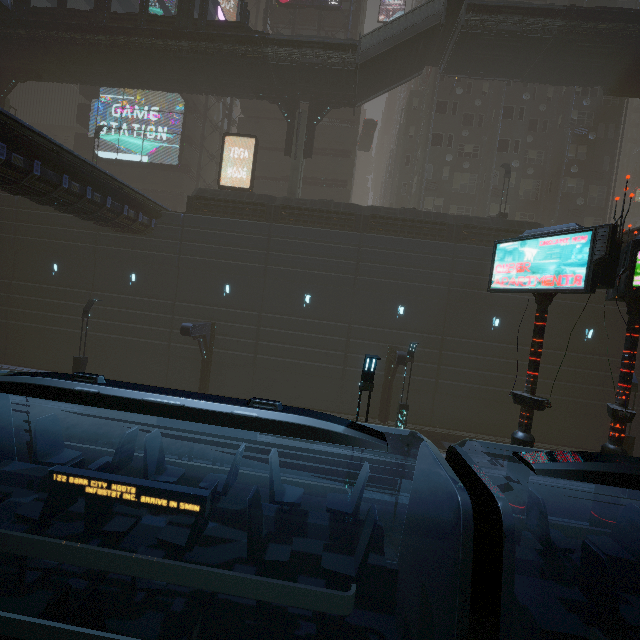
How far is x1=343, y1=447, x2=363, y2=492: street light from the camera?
8.7 meters

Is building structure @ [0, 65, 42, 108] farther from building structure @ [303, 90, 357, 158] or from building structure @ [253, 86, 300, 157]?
building structure @ [303, 90, 357, 158]

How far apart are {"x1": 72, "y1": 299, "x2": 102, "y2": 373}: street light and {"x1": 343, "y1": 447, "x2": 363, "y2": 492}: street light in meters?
15.7 m

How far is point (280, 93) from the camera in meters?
24.5 m

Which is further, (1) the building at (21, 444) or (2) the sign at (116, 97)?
(2) the sign at (116, 97)

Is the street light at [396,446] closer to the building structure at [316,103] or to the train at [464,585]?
the train at [464,585]

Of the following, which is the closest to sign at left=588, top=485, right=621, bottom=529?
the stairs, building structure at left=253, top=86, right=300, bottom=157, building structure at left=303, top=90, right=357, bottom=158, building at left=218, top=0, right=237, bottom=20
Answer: building at left=218, top=0, right=237, bottom=20
